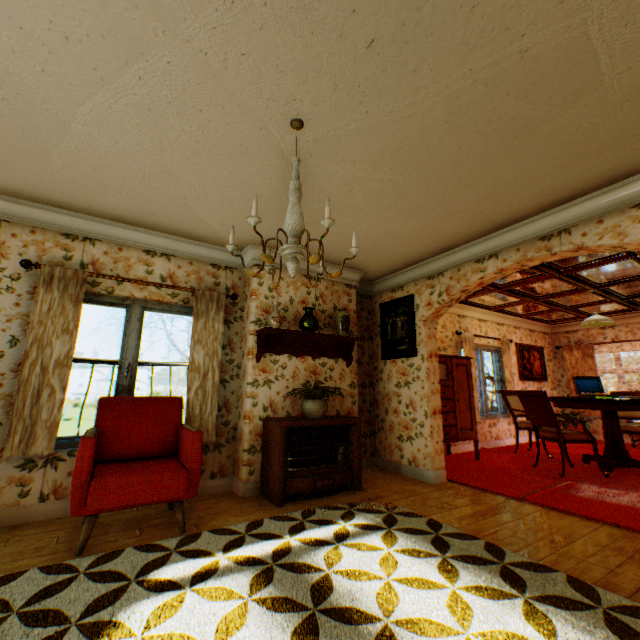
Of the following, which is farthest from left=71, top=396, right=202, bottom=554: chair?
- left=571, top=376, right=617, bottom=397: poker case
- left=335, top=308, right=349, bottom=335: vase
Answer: left=571, top=376, right=617, bottom=397: poker case

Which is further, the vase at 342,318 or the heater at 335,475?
the vase at 342,318

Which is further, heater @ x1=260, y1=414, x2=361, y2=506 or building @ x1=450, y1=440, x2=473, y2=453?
building @ x1=450, y1=440, x2=473, y2=453

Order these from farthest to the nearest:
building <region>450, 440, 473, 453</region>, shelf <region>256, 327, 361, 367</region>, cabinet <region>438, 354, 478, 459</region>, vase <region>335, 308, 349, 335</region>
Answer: building <region>450, 440, 473, 453</region>, cabinet <region>438, 354, 478, 459</region>, vase <region>335, 308, 349, 335</region>, shelf <region>256, 327, 361, 367</region>

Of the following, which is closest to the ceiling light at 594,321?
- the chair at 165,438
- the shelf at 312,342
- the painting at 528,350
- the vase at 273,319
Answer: the painting at 528,350

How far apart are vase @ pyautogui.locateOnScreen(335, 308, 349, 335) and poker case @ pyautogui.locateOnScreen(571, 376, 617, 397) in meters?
4.6 m

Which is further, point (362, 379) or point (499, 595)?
point (362, 379)

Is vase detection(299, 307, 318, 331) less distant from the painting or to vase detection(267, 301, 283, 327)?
vase detection(267, 301, 283, 327)
